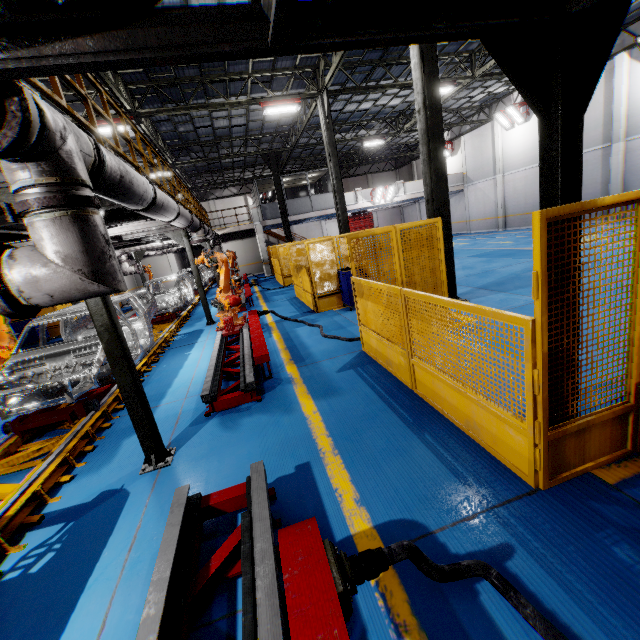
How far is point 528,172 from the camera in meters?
21.9 m

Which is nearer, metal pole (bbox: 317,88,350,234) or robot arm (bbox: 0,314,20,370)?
robot arm (bbox: 0,314,20,370)

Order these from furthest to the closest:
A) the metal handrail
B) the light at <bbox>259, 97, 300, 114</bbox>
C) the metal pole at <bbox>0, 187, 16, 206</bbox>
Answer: the light at <bbox>259, 97, 300, 114</bbox>
the metal handrail
the metal pole at <bbox>0, 187, 16, 206</bbox>

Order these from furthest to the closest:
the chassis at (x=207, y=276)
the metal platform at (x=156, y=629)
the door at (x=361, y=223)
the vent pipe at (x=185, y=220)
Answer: the door at (x=361, y=223) < the chassis at (x=207, y=276) < the vent pipe at (x=185, y=220) < the metal platform at (x=156, y=629)

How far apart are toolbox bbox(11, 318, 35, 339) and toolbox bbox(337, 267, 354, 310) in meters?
14.3 m

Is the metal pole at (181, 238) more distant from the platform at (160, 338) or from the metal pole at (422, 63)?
the metal pole at (422, 63)

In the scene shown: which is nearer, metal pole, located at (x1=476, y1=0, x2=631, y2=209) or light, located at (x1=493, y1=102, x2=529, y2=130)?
metal pole, located at (x1=476, y1=0, x2=631, y2=209)

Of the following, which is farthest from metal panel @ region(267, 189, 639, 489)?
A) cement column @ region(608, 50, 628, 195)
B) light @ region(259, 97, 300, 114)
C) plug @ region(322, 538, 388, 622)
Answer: cement column @ region(608, 50, 628, 195)
